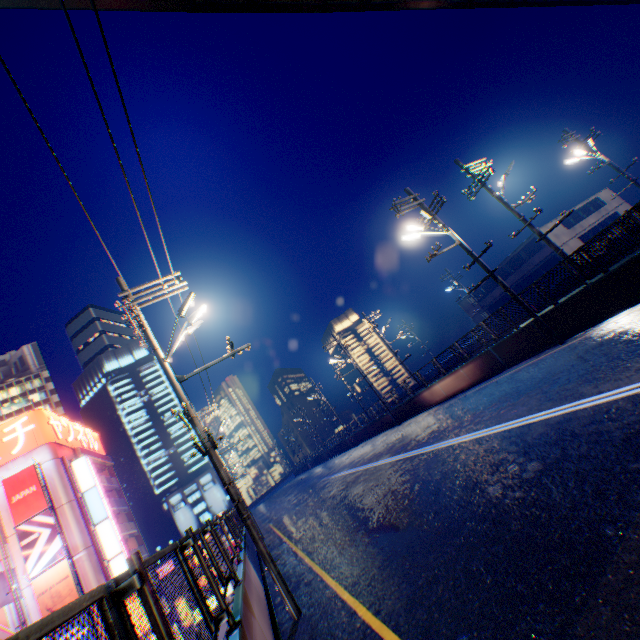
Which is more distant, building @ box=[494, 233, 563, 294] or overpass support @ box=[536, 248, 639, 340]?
building @ box=[494, 233, 563, 294]

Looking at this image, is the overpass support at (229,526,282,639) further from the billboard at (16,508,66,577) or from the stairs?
the stairs

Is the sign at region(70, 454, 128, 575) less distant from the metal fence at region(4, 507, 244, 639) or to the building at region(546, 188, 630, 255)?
the metal fence at region(4, 507, 244, 639)

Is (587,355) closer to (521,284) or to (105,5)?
(105,5)

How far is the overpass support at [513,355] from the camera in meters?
14.5 m

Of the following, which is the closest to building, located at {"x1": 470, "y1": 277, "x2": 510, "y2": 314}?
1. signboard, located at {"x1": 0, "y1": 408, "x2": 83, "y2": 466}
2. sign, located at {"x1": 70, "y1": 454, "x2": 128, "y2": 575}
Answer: sign, located at {"x1": 70, "y1": 454, "x2": 128, "y2": 575}

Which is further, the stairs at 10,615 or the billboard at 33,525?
the billboard at 33,525
